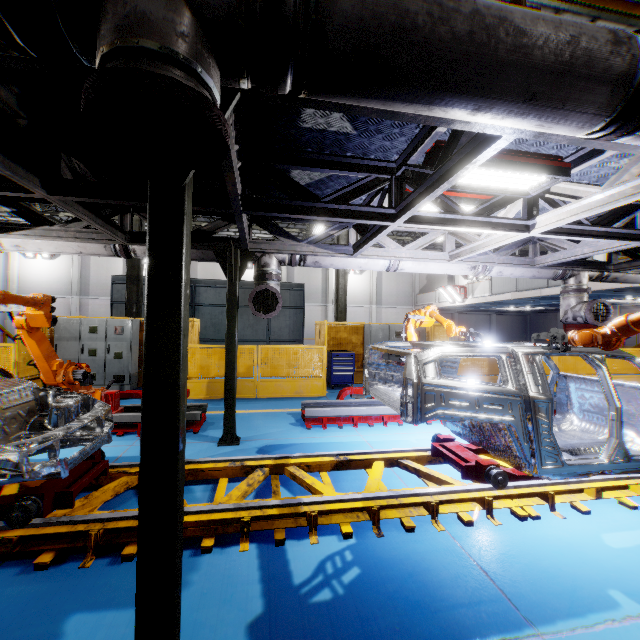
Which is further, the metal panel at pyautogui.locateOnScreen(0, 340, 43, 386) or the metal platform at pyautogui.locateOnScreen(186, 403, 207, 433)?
the metal panel at pyautogui.locateOnScreen(0, 340, 43, 386)

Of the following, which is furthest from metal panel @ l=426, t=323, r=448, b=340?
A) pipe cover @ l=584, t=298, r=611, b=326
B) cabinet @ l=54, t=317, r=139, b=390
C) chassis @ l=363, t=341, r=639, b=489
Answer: chassis @ l=363, t=341, r=639, b=489

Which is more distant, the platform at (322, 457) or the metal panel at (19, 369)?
the metal panel at (19, 369)

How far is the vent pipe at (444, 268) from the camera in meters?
6.5

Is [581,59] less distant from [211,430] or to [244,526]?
[244,526]

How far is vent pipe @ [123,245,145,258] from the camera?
5.55m

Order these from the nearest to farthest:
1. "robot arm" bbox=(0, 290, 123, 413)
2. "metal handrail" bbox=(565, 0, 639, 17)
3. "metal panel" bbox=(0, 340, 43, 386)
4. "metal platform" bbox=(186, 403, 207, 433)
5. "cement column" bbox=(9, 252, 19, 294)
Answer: "metal handrail" bbox=(565, 0, 639, 17), "robot arm" bbox=(0, 290, 123, 413), "metal platform" bbox=(186, 403, 207, 433), "metal panel" bbox=(0, 340, 43, 386), "cement column" bbox=(9, 252, 19, 294)

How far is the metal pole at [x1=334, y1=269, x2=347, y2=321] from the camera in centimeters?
1258cm
